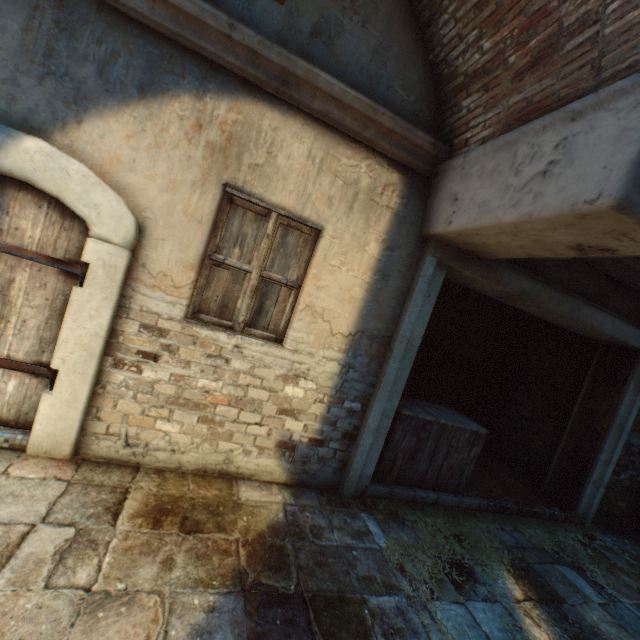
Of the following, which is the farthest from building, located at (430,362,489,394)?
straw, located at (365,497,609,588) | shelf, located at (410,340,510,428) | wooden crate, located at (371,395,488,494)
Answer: shelf, located at (410,340,510,428)

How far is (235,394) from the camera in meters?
3.3 m

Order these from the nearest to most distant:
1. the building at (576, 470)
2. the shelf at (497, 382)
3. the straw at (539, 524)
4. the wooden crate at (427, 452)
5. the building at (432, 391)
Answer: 1. the building at (576, 470)
2. the straw at (539, 524)
3. the wooden crate at (427, 452)
4. the shelf at (497, 382)
5. the building at (432, 391)

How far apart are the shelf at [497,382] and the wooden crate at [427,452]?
1.45m

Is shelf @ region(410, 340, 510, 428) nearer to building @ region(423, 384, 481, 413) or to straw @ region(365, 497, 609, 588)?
straw @ region(365, 497, 609, 588)

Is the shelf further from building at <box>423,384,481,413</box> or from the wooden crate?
building at <box>423,384,481,413</box>

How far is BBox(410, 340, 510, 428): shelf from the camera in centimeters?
665cm
